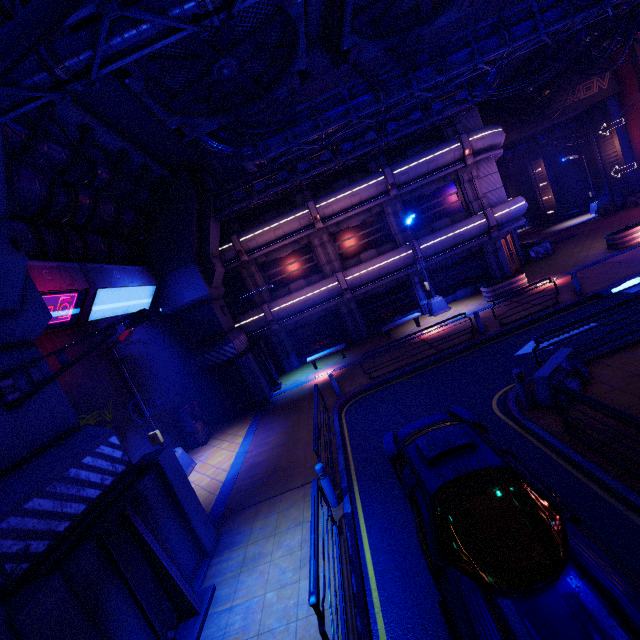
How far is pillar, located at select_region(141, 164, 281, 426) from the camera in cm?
1608

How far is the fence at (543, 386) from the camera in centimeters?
759cm

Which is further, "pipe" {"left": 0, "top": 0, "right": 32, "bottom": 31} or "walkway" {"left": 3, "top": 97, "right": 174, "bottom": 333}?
"walkway" {"left": 3, "top": 97, "right": 174, "bottom": 333}

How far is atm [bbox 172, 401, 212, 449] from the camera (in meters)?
14.49

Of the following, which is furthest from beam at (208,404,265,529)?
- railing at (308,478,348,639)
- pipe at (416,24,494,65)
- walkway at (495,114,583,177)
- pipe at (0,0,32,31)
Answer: walkway at (495,114,583,177)

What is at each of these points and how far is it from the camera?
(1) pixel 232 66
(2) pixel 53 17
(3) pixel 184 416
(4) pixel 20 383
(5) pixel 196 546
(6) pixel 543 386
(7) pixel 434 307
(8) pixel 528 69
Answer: (1) vent, 9.1m
(2) cable, 1.5m
(3) atm, 14.5m
(4) pillar, 5.9m
(5) pillar, 7.4m
(6) fence, 7.6m
(7) street light, 19.6m
(8) walkway, 21.8m

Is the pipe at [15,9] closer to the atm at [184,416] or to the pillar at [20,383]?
the pillar at [20,383]

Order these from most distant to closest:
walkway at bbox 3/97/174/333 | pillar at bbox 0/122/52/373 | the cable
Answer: walkway at bbox 3/97/174/333
pillar at bbox 0/122/52/373
the cable
